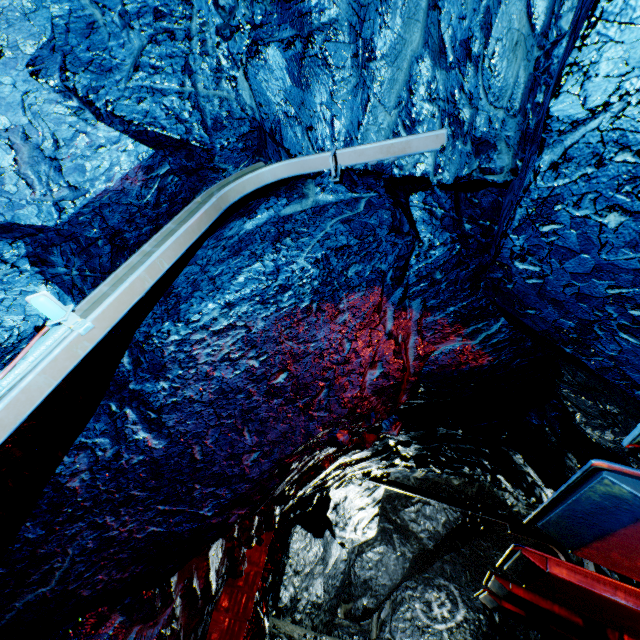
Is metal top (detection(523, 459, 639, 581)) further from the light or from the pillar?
the pillar

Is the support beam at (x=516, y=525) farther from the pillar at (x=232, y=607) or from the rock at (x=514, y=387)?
the pillar at (x=232, y=607)

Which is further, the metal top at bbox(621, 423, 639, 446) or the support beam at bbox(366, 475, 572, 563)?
the support beam at bbox(366, 475, 572, 563)

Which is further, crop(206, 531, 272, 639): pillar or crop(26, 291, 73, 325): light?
crop(206, 531, 272, 639): pillar

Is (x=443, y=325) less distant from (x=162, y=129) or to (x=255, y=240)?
(x=255, y=240)

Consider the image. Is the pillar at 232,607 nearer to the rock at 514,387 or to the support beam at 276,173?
the rock at 514,387

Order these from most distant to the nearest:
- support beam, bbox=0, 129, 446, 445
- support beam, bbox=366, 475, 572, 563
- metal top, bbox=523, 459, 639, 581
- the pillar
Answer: support beam, bbox=366, 475, 572, 563, the pillar, metal top, bbox=523, 459, 639, 581, support beam, bbox=0, 129, 446, 445

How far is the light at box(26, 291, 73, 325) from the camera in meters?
1.5
